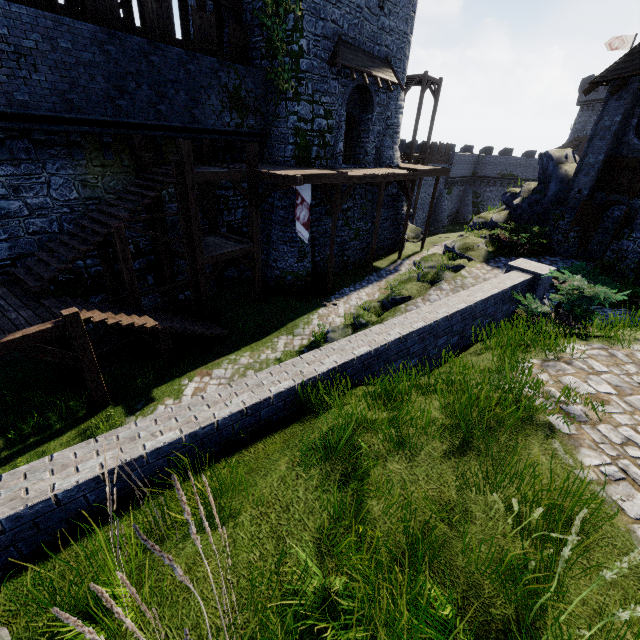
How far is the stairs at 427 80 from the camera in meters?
25.9 m

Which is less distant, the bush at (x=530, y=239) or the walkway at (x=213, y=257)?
the walkway at (x=213, y=257)

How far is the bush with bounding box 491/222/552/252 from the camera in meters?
15.7 m

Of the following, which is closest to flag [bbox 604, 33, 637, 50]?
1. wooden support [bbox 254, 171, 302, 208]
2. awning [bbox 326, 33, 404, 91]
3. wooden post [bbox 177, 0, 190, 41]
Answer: awning [bbox 326, 33, 404, 91]

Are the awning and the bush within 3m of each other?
no

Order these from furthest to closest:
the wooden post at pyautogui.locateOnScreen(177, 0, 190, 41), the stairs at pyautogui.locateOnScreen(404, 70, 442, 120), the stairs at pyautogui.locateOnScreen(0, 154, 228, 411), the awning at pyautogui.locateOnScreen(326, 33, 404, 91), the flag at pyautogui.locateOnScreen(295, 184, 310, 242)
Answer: the stairs at pyautogui.locateOnScreen(404, 70, 442, 120)
the awning at pyautogui.locateOnScreen(326, 33, 404, 91)
the wooden post at pyautogui.locateOnScreen(177, 0, 190, 41)
the flag at pyautogui.locateOnScreen(295, 184, 310, 242)
the stairs at pyautogui.locateOnScreen(0, 154, 228, 411)

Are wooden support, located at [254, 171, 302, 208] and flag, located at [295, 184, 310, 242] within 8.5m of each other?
yes

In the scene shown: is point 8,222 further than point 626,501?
Yes
